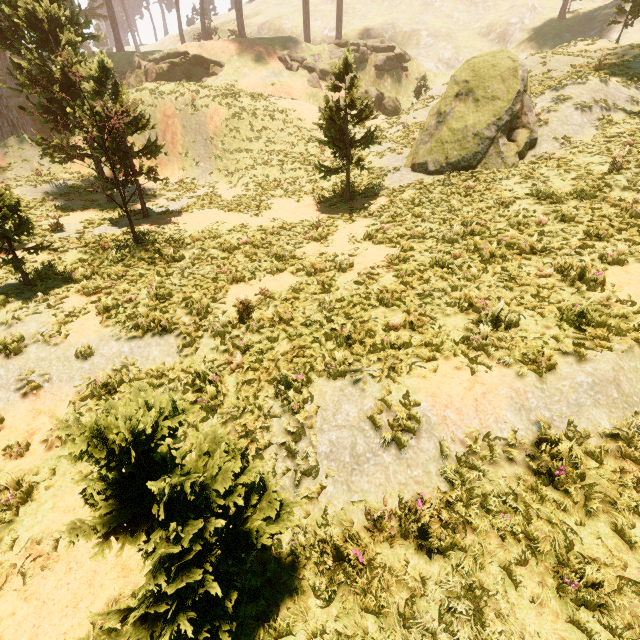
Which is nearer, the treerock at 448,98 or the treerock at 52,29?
the treerock at 52,29

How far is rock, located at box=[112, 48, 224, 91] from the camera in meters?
31.2

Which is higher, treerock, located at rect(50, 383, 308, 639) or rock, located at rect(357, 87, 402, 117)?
rock, located at rect(357, 87, 402, 117)

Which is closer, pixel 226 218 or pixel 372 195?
pixel 226 218

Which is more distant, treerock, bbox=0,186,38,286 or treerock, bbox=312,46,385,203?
treerock, bbox=312,46,385,203

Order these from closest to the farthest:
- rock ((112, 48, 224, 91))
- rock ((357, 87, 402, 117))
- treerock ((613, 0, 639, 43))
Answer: treerock ((613, 0, 639, 43))
rock ((112, 48, 224, 91))
rock ((357, 87, 402, 117))

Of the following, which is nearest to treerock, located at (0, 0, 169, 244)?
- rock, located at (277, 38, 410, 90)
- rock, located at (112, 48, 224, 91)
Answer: rock, located at (112, 48, 224, 91)

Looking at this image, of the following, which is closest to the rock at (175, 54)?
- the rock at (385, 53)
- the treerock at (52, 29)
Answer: the treerock at (52, 29)
